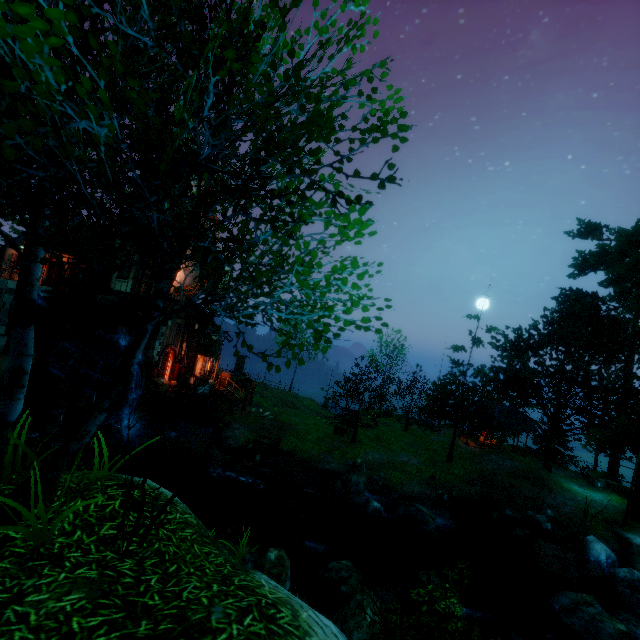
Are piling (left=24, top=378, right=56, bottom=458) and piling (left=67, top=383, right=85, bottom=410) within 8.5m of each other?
yes

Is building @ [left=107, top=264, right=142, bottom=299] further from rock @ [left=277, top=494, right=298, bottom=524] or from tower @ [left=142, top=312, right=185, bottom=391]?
rock @ [left=277, top=494, right=298, bottom=524]

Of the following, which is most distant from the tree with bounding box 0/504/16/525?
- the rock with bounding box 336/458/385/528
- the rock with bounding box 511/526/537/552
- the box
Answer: the box

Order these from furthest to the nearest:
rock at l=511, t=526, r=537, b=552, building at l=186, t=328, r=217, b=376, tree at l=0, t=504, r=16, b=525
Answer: building at l=186, t=328, r=217, b=376 → rock at l=511, t=526, r=537, b=552 → tree at l=0, t=504, r=16, b=525

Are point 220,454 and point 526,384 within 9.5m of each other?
no

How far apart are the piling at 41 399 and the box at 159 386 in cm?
504

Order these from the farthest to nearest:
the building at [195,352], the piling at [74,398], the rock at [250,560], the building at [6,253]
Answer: the building at [195,352] < the building at [6,253] < the piling at [74,398] < the rock at [250,560]

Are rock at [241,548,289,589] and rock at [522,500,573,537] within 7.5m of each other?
no
